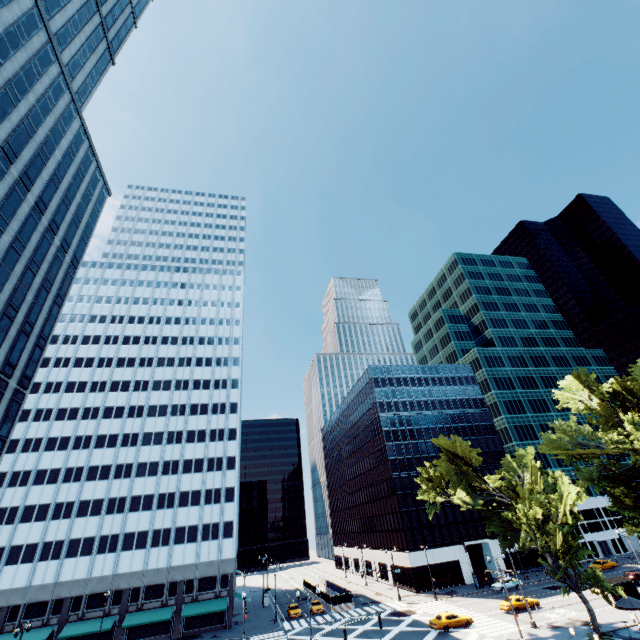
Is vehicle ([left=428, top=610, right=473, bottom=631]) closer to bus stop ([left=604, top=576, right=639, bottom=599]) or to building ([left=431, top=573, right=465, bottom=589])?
bus stop ([left=604, top=576, right=639, bottom=599])

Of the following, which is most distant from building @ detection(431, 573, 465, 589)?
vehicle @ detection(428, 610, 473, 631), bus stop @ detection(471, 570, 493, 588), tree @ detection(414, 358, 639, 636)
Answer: tree @ detection(414, 358, 639, 636)

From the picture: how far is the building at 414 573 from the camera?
58.2m

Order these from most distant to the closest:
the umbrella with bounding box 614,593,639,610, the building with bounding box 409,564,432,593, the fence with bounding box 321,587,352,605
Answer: the building with bounding box 409,564,432,593 < the fence with bounding box 321,587,352,605 < the umbrella with bounding box 614,593,639,610

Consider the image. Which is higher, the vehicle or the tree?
the tree

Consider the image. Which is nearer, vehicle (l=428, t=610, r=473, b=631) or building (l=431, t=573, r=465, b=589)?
vehicle (l=428, t=610, r=473, b=631)

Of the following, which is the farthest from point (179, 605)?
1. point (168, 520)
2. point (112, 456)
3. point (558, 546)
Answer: point (558, 546)

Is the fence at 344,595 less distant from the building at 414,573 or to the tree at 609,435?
the building at 414,573
